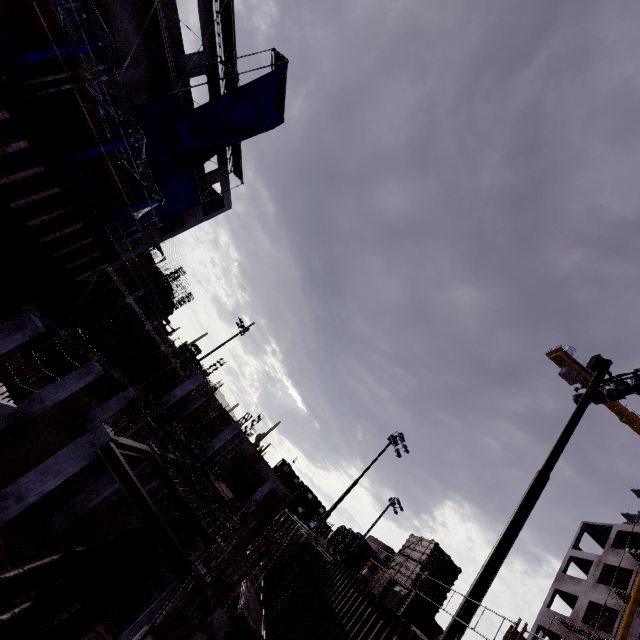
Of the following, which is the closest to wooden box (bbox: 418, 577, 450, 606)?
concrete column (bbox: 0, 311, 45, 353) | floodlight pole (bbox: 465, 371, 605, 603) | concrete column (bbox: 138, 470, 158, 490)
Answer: floodlight pole (bbox: 465, 371, 605, 603)

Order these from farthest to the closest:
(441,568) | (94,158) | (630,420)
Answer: (630,420) → (441,568) → (94,158)

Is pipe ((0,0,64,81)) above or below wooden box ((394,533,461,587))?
below

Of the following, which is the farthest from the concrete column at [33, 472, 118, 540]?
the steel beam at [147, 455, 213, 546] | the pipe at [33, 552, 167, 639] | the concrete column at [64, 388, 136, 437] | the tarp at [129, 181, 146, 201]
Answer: the tarp at [129, 181, 146, 201]

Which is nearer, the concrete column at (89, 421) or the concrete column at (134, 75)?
the concrete column at (134, 75)

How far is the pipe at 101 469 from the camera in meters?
17.2 m

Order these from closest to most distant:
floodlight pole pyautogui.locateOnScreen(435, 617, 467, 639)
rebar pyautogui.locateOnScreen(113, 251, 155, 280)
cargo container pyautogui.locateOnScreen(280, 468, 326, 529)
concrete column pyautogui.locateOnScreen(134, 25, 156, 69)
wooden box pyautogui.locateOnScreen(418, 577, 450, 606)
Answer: floodlight pole pyautogui.locateOnScreen(435, 617, 467, 639), wooden box pyautogui.locateOnScreen(418, 577, 450, 606), concrete column pyautogui.locateOnScreen(134, 25, 156, 69), rebar pyautogui.locateOnScreen(113, 251, 155, 280), cargo container pyautogui.locateOnScreen(280, 468, 326, 529)

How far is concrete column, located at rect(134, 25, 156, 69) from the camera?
16.3m
